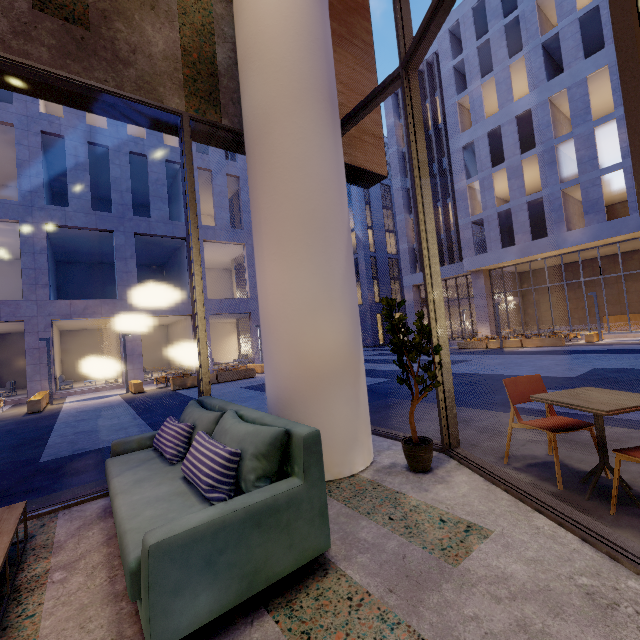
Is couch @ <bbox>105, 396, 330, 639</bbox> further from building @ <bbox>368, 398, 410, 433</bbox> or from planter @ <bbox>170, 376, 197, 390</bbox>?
planter @ <bbox>170, 376, 197, 390</bbox>

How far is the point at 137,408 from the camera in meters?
10.9

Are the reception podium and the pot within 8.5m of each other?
no

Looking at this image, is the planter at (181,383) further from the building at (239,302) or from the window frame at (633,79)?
the window frame at (633,79)

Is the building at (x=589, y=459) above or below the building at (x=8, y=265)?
below

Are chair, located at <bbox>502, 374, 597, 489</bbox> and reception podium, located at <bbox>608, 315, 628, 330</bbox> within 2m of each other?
no

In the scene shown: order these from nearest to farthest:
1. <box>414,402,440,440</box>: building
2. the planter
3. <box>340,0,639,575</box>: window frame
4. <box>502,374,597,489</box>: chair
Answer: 1. <box>340,0,639,575</box>: window frame
2. <box>502,374,597,489</box>: chair
3. <box>414,402,440,440</box>: building
4. the planter

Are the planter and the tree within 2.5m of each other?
no
